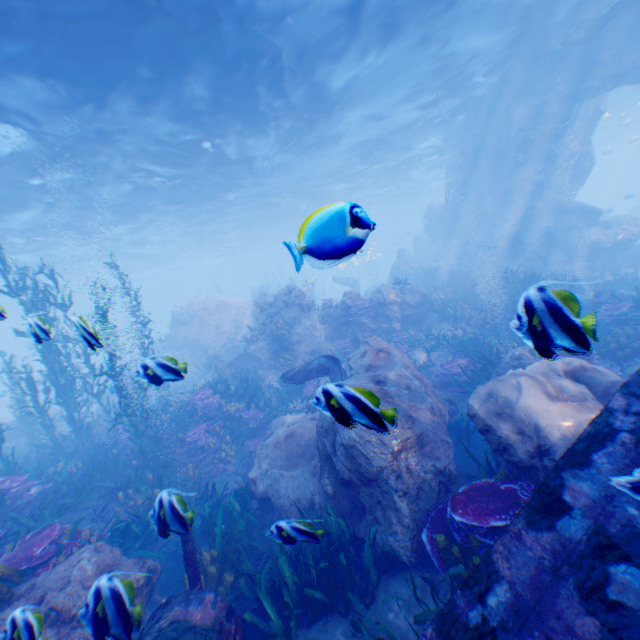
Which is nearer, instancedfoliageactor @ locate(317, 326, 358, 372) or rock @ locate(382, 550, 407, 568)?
rock @ locate(382, 550, 407, 568)

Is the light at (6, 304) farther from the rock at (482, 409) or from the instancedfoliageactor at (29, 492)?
the instancedfoliageactor at (29, 492)

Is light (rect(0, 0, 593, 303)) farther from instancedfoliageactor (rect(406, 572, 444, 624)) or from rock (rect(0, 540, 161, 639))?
instancedfoliageactor (rect(406, 572, 444, 624))

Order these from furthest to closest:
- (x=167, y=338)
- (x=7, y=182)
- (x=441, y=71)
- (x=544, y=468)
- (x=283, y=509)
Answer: (x=167, y=338) < (x=441, y=71) < (x=7, y=182) < (x=283, y=509) < (x=544, y=468)

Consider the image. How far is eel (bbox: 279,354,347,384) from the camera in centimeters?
974cm

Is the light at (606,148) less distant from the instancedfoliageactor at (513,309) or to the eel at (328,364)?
the instancedfoliageactor at (513,309)

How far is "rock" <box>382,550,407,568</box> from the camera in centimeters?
484cm

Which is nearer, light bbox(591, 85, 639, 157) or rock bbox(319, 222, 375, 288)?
rock bbox(319, 222, 375, 288)
